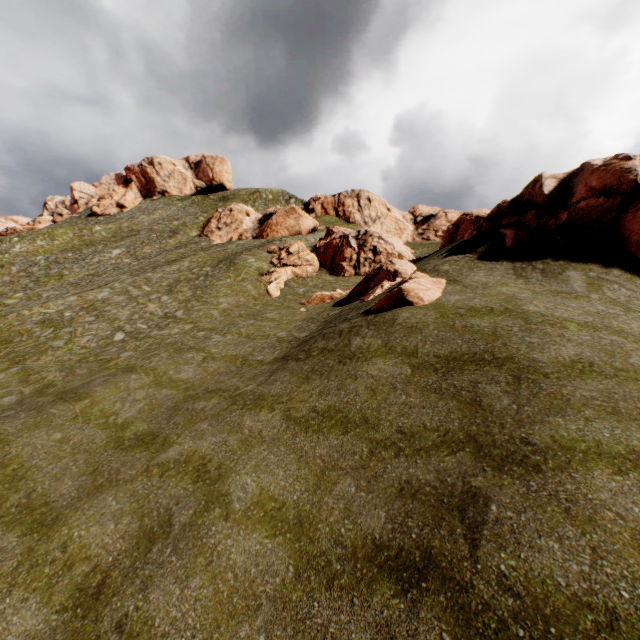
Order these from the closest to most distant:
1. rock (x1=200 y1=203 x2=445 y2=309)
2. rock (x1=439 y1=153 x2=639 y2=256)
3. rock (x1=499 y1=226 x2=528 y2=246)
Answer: rock (x1=439 y1=153 x2=639 y2=256)
rock (x1=200 y1=203 x2=445 y2=309)
rock (x1=499 y1=226 x2=528 y2=246)

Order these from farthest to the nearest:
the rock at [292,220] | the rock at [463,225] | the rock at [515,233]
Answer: the rock at [515,233] < the rock at [292,220] < the rock at [463,225]

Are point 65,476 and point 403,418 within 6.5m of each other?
no

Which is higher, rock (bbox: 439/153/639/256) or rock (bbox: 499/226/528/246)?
rock (bbox: 439/153/639/256)

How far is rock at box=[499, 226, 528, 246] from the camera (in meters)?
17.98

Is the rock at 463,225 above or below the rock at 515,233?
above

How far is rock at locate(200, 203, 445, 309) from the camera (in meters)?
16.11

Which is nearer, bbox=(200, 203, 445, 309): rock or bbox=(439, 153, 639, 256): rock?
bbox=(439, 153, 639, 256): rock
